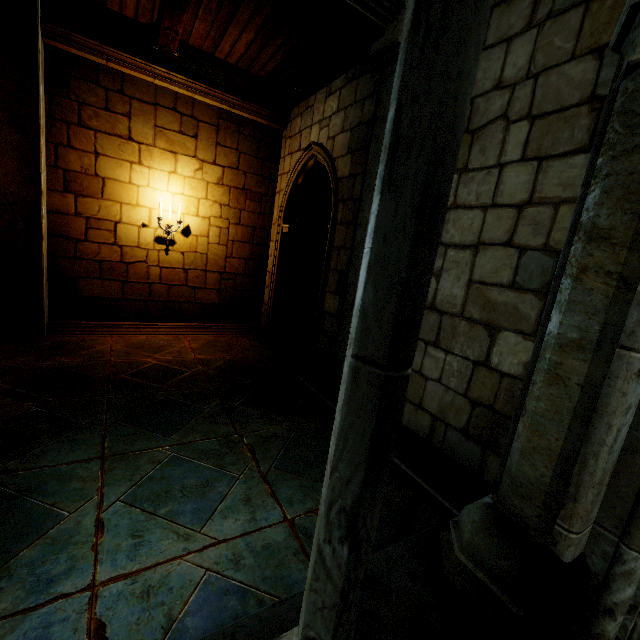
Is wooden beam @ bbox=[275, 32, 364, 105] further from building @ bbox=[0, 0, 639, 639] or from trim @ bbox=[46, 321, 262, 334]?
trim @ bbox=[46, 321, 262, 334]

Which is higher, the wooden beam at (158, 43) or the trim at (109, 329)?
the wooden beam at (158, 43)

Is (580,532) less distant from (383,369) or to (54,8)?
(383,369)

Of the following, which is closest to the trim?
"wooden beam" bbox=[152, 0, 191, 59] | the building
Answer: the building

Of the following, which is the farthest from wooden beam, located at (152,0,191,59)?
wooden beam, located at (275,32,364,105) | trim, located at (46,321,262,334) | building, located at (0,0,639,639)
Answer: trim, located at (46,321,262,334)

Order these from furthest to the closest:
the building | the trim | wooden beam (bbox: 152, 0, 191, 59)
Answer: the trim
wooden beam (bbox: 152, 0, 191, 59)
the building

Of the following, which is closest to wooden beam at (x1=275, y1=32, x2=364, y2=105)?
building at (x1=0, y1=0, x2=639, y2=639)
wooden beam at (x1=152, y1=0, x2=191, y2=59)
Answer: building at (x1=0, y1=0, x2=639, y2=639)

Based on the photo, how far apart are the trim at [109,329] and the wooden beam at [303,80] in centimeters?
471cm
